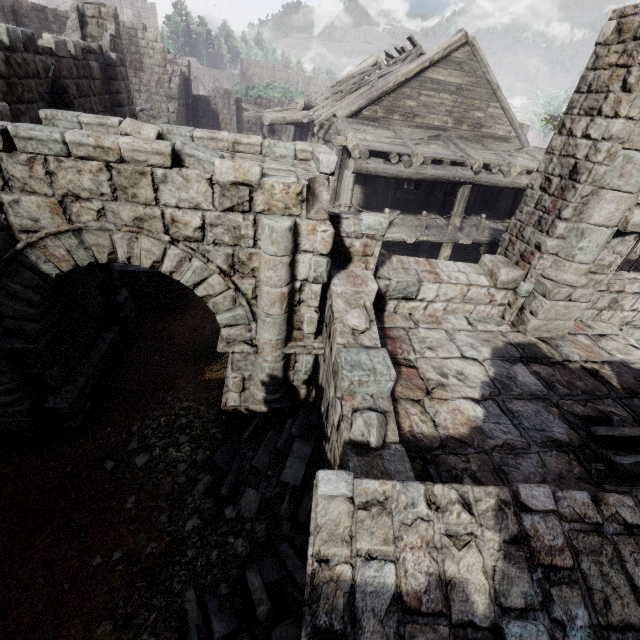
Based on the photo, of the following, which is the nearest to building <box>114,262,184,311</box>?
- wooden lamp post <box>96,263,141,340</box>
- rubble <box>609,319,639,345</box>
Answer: rubble <box>609,319,639,345</box>

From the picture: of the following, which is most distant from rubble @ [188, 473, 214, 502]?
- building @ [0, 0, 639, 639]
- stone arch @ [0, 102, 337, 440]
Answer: building @ [0, 0, 639, 639]

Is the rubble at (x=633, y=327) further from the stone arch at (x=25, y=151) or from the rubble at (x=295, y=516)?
the stone arch at (x=25, y=151)

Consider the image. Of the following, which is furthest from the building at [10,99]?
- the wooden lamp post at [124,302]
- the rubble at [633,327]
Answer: the wooden lamp post at [124,302]

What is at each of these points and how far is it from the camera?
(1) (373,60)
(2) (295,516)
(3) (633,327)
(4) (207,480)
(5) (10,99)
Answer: (1) building, 18.58m
(2) rubble, 5.16m
(3) rubble, 7.83m
(4) rubble, 5.48m
(5) building, 5.96m

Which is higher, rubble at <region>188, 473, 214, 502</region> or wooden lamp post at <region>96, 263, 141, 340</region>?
wooden lamp post at <region>96, 263, 141, 340</region>

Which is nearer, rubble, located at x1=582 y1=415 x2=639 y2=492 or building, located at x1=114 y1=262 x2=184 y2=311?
rubble, located at x1=582 y1=415 x2=639 y2=492

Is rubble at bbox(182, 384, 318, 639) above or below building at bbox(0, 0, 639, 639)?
below
